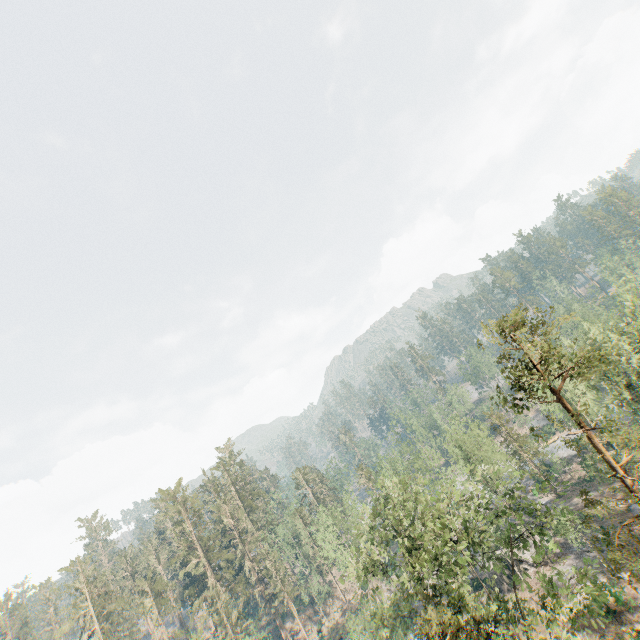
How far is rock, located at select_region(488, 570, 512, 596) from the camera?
39.7m

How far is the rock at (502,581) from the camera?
39.72m

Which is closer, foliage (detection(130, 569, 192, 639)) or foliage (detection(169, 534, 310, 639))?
foliage (detection(169, 534, 310, 639))

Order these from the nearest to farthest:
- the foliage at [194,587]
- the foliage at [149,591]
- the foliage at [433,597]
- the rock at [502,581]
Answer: the foliage at [433,597] → the rock at [502,581] → the foliage at [194,587] → the foliage at [149,591]

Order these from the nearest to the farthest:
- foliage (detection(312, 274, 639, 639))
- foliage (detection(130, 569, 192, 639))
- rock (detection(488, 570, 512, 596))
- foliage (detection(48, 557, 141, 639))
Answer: foliage (detection(312, 274, 639, 639)) < rock (detection(488, 570, 512, 596)) < foliage (detection(48, 557, 141, 639)) < foliage (detection(130, 569, 192, 639))

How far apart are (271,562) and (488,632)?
46.7m

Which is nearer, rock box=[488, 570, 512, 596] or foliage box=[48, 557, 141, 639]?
rock box=[488, 570, 512, 596]
